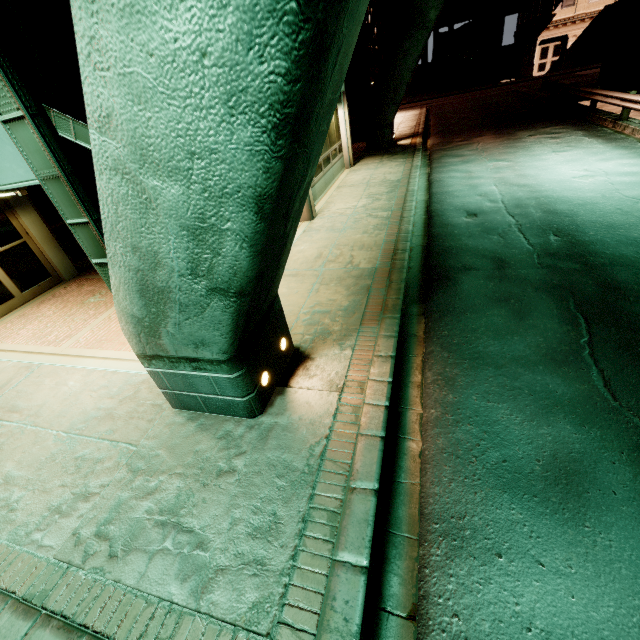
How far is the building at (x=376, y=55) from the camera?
19.68m

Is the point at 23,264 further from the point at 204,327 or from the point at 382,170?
the point at 382,170

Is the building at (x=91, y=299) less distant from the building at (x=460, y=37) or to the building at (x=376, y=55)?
the building at (x=376, y=55)

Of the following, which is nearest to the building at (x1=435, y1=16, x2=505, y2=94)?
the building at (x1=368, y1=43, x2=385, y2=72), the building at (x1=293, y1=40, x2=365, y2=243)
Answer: the building at (x1=368, y1=43, x2=385, y2=72)

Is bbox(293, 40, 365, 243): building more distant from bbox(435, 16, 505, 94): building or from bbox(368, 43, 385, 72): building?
bbox(435, 16, 505, 94): building
